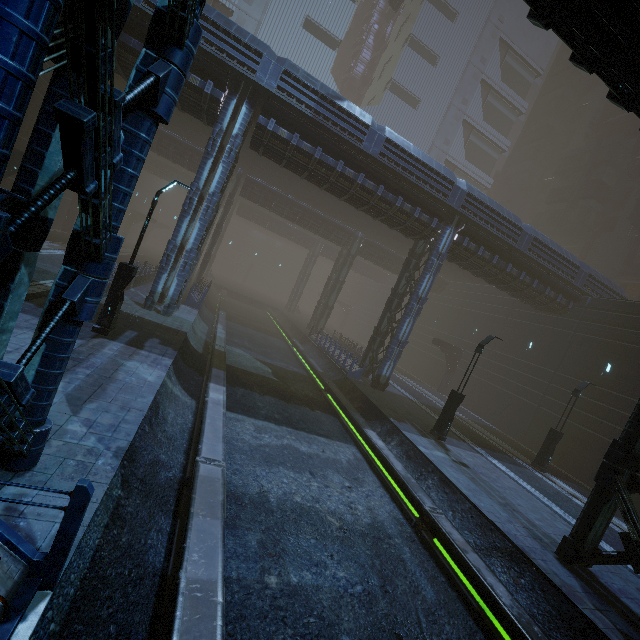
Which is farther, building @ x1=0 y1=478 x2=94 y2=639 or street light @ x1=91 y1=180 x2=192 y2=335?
street light @ x1=91 y1=180 x2=192 y2=335

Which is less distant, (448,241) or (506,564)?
(506,564)

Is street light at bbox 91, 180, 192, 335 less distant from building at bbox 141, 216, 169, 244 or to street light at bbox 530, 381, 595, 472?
building at bbox 141, 216, 169, 244

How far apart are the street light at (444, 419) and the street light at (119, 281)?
14.35m

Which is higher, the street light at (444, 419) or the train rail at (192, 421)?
the street light at (444, 419)

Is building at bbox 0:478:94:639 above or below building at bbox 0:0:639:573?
below

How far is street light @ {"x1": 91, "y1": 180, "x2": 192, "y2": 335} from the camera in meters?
10.4 m

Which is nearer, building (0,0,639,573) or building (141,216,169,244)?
building (0,0,639,573)
